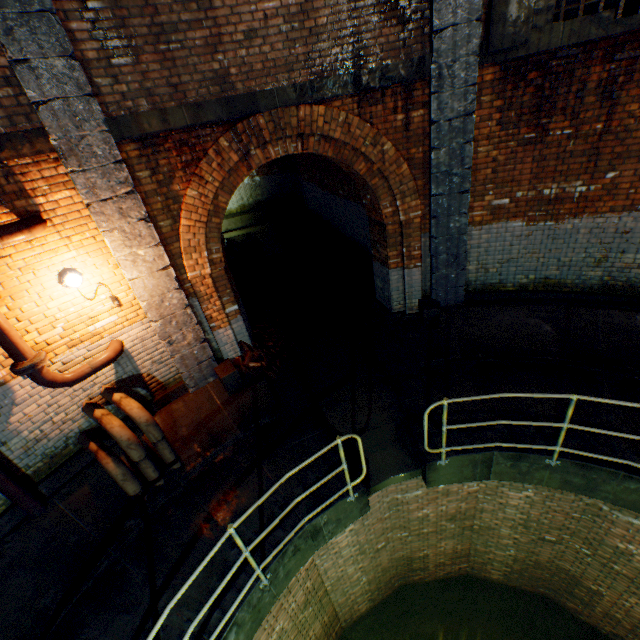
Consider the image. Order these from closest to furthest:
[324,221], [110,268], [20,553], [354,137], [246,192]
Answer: [20,553]
[110,268]
[354,137]
[324,221]
[246,192]

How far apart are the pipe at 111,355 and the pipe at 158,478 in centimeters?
39cm

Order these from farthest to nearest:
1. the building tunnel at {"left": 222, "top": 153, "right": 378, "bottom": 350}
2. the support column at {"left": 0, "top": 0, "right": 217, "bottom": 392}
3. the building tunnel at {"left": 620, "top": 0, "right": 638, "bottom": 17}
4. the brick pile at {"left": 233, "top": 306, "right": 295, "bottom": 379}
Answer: the building tunnel at {"left": 620, "top": 0, "right": 638, "bottom": 17}
the building tunnel at {"left": 222, "top": 153, "right": 378, "bottom": 350}
the brick pile at {"left": 233, "top": 306, "right": 295, "bottom": 379}
the support column at {"left": 0, "top": 0, "right": 217, "bottom": 392}

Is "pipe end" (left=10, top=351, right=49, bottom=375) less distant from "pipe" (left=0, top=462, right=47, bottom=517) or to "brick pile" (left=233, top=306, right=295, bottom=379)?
"pipe" (left=0, top=462, right=47, bottom=517)

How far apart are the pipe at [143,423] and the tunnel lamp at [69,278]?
1.4m

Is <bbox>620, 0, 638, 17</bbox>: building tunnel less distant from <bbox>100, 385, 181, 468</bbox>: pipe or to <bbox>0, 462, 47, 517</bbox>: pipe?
<bbox>0, 462, 47, 517</bbox>: pipe

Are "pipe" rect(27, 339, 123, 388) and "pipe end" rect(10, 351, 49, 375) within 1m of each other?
yes

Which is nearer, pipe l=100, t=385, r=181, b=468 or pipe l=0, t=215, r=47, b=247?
pipe l=0, t=215, r=47, b=247
